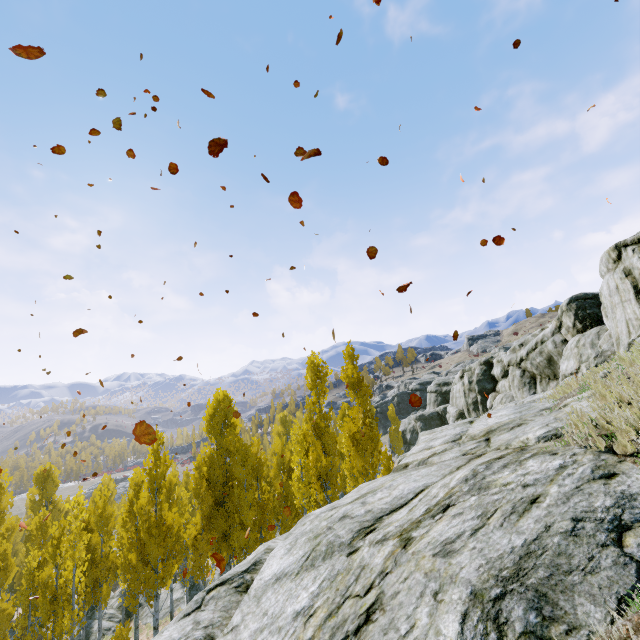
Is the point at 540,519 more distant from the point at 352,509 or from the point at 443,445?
the point at 443,445

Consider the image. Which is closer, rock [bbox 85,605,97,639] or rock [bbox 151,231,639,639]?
rock [bbox 151,231,639,639]

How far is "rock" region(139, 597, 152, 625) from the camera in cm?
2405

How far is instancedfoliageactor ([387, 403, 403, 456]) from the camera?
48.75m

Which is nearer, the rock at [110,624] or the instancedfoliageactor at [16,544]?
the instancedfoliageactor at [16,544]

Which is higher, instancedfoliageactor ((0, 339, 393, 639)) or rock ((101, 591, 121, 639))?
instancedfoliageactor ((0, 339, 393, 639))

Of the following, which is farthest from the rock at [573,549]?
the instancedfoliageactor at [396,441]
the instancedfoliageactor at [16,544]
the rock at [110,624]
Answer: the instancedfoliageactor at [396,441]

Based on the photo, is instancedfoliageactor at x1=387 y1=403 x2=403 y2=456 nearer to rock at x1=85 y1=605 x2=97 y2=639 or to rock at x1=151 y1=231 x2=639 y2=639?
rock at x1=85 y1=605 x2=97 y2=639
